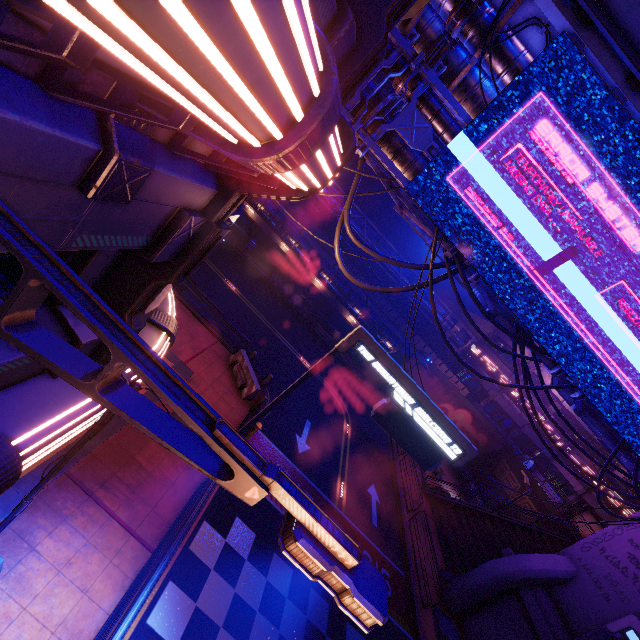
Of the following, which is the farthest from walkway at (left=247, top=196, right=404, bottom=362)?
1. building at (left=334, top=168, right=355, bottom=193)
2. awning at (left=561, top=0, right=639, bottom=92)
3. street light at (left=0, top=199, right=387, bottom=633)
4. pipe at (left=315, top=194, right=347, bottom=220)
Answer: street light at (left=0, top=199, right=387, bottom=633)

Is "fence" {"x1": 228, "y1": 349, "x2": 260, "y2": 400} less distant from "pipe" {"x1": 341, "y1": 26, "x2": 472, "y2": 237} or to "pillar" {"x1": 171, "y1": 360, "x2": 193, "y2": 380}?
"pillar" {"x1": 171, "y1": 360, "x2": 193, "y2": 380}

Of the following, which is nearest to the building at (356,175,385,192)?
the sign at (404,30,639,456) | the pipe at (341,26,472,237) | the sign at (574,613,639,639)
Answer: the pipe at (341,26,472,237)

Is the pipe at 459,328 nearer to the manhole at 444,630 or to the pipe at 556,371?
the pipe at 556,371

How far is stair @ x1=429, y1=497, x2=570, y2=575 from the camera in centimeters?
1961cm

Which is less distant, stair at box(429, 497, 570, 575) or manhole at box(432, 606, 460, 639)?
manhole at box(432, 606, 460, 639)

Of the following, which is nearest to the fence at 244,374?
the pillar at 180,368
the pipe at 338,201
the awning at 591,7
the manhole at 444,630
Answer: the pillar at 180,368

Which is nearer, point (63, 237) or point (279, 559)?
point (63, 237)
